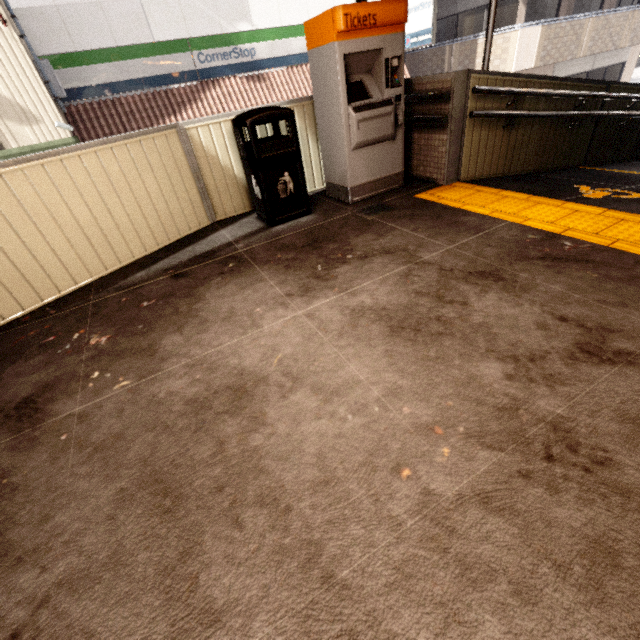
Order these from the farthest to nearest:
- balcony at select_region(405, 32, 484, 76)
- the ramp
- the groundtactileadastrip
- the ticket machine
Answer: balcony at select_region(405, 32, 484, 76) < the ramp < the ticket machine < the groundtactileadastrip

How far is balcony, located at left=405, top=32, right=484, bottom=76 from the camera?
12.88m

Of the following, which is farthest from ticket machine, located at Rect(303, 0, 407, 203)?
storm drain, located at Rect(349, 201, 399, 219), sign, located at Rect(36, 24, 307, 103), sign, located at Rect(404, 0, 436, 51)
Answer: sign, located at Rect(404, 0, 436, 51)

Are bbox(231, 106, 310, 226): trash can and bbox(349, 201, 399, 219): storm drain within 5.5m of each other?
yes

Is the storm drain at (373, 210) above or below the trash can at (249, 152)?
below

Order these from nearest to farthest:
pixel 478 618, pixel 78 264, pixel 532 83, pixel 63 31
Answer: pixel 478 618, pixel 78 264, pixel 532 83, pixel 63 31

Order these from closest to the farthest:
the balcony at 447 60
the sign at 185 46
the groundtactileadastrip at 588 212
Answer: the groundtactileadastrip at 588 212 → the sign at 185 46 → the balcony at 447 60

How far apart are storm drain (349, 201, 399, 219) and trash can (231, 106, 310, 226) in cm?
55
